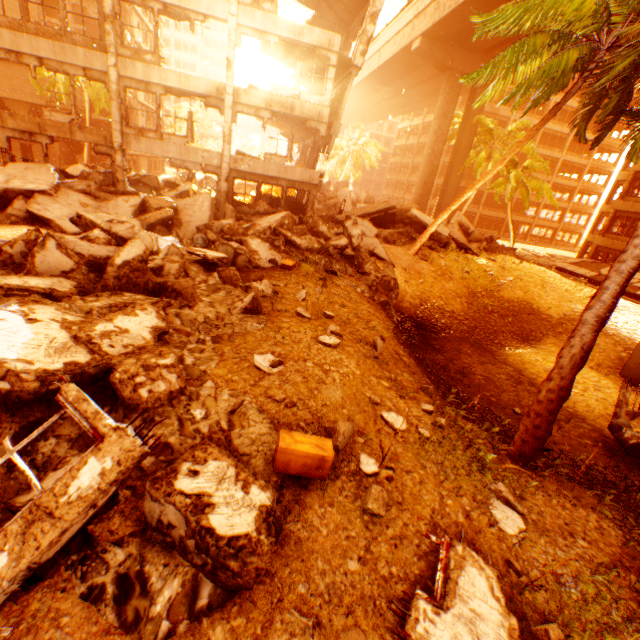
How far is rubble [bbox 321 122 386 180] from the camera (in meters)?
46.56

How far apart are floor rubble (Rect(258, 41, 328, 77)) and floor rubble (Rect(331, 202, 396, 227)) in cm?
705

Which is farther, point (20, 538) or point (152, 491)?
point (152, 491)

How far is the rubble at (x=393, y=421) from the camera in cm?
527

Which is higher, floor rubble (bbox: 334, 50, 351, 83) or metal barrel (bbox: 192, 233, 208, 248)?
floor rubble (bbox: 334, 50, 351, 83)

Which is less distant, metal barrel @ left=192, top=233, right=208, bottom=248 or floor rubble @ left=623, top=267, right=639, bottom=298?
metal barrel @ left=192, top=233, right=208, bottom=248

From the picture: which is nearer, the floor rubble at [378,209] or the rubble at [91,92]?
the floor rubble at [378,209]

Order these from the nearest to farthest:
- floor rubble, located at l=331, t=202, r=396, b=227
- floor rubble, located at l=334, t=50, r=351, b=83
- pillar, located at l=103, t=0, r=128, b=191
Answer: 1. pillar, located at l=103, t=0, r=128, b=191
2. floor rubble, located at l=334, t=50, r=351, b=83
3. floor rubble, located at l=331, t=202, r=396, b=227
